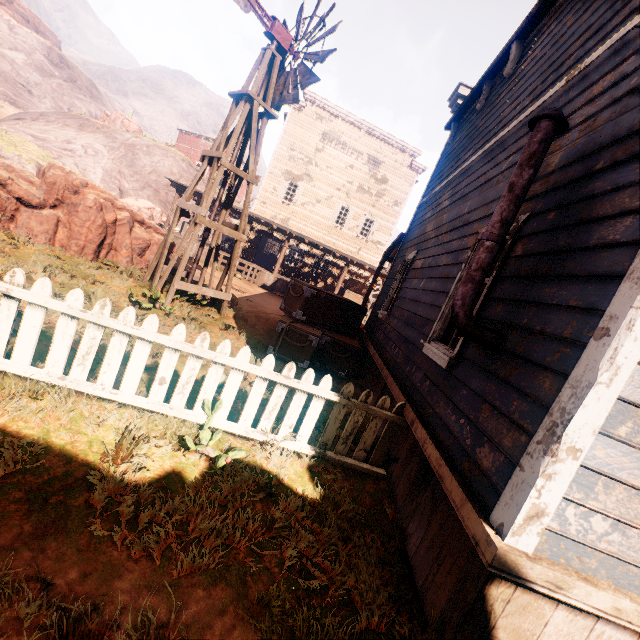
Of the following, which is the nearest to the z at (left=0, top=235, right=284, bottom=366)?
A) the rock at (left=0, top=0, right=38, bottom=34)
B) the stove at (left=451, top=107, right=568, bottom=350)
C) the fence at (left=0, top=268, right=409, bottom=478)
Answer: the fence at (left=0, top=268, right=409, bottom=478)

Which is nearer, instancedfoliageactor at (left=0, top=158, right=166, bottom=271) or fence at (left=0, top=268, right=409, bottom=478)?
fence at (left=0, top=268, right=409, bottom=478)

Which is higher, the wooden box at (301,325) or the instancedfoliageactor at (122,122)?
the instancedfoliageactor at (122,122)

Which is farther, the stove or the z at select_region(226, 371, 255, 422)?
the z at select_region(226, 371, 255, 422)

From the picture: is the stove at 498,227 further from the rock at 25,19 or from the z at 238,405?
the rock at 25,19

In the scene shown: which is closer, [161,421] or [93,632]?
[93,632]
